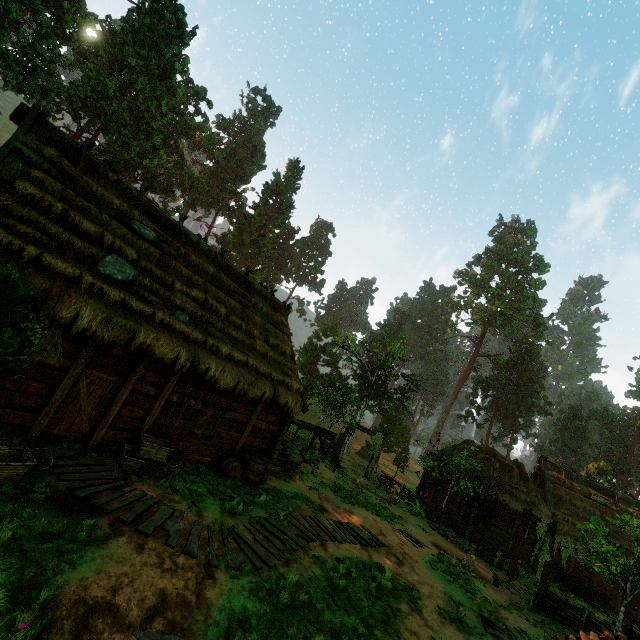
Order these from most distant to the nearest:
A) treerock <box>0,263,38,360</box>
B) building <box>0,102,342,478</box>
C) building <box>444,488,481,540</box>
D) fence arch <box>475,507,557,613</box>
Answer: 1. building <box>444,488,481,540</box>
2. fence arch <box>475,507,557,613</box>
3. building <box>0,102,342,478</box>
4. treerock <box>0,263,38,360</box>

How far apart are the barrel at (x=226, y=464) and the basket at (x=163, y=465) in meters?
1.9

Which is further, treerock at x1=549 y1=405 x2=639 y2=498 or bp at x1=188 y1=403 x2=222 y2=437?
treerock at x1=549 y1=405 x2=639 y2=498

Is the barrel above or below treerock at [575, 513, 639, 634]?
below

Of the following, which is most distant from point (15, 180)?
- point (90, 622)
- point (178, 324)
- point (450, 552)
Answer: point (450, 552)

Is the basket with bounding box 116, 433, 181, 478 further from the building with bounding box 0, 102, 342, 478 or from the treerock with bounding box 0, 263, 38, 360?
the treerock with bounding box 0, 263, 38, 360

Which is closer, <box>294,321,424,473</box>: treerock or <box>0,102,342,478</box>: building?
<box>0,102,342,478</box>: building

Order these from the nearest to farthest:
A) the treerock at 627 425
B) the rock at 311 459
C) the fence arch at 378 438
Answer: the rock at 311 459 → the fence arch at 378 438 → the treerock at 627 425
